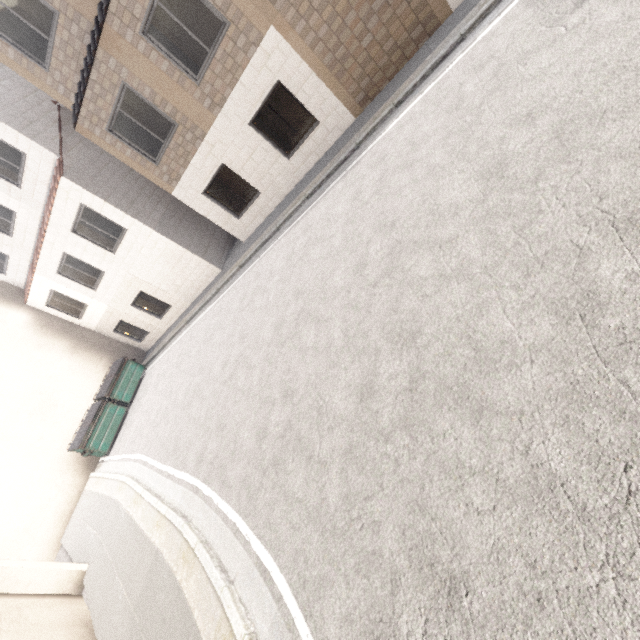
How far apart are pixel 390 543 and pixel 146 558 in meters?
5.9 m

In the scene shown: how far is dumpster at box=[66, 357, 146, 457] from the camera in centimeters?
1349cm

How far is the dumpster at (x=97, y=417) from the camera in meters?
13.5 m
